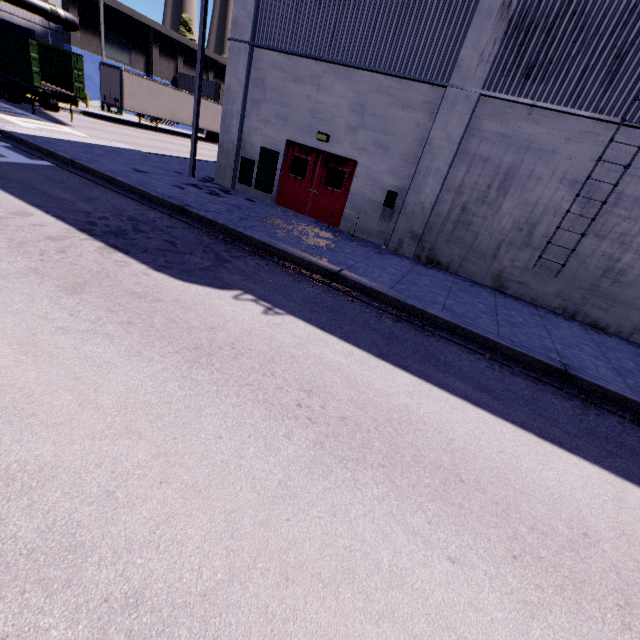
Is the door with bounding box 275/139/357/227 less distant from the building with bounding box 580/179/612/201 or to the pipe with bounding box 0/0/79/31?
the building with bounding box 580/179/612/201

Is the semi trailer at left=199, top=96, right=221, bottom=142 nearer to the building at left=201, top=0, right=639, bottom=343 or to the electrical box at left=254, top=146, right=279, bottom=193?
the building at left=201, top=0, right=639, bottom=343

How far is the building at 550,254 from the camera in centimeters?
937cm

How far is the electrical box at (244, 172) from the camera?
12.7 meters

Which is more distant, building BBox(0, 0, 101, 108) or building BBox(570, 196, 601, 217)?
building BBox(0, 0, 101, 108)

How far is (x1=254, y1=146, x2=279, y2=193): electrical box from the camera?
12.2 meters

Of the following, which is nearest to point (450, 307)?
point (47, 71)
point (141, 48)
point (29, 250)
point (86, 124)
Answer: point (29, 250)

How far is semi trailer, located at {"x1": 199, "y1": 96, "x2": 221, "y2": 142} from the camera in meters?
32.7 m
